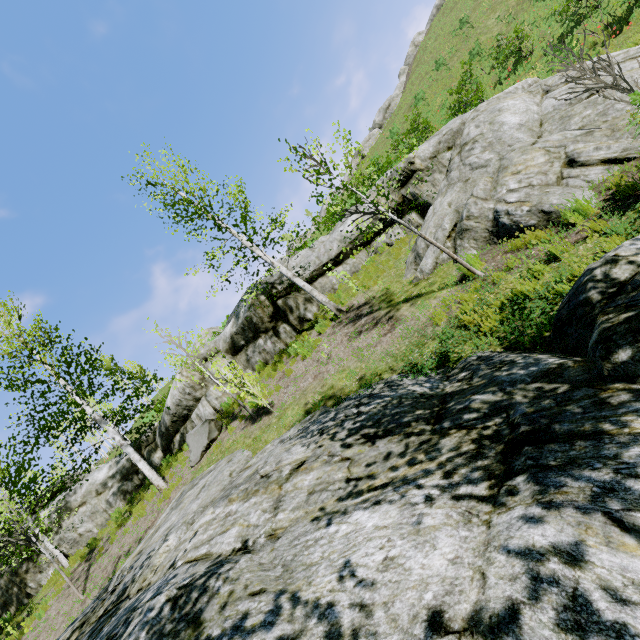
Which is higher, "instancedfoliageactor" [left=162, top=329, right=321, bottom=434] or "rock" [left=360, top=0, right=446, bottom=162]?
"rock" [left=360, top=0, right=446, bottom=162]

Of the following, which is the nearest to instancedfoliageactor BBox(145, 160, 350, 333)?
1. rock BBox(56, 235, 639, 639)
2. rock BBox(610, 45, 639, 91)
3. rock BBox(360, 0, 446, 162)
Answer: rock BBox(56, 235, 639, 639)

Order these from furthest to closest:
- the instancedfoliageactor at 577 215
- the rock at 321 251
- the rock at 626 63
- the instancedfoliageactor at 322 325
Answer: the rock at 321 251 < the instancedfoliageactor at 322 325 < the rock at 626 63 < the instancedfoliageactor at 577 215

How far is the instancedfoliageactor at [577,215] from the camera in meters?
4.4 m

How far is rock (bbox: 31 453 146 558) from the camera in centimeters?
1468cm

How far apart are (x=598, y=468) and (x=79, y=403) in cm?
1498

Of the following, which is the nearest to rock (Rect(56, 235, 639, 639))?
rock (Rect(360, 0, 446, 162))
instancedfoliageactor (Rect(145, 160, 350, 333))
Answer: instancedfoliageactor (Rect(145, 160, 350, 333))

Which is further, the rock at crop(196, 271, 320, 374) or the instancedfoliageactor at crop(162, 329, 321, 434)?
the rock at crop(196, 271, 320, 374)
